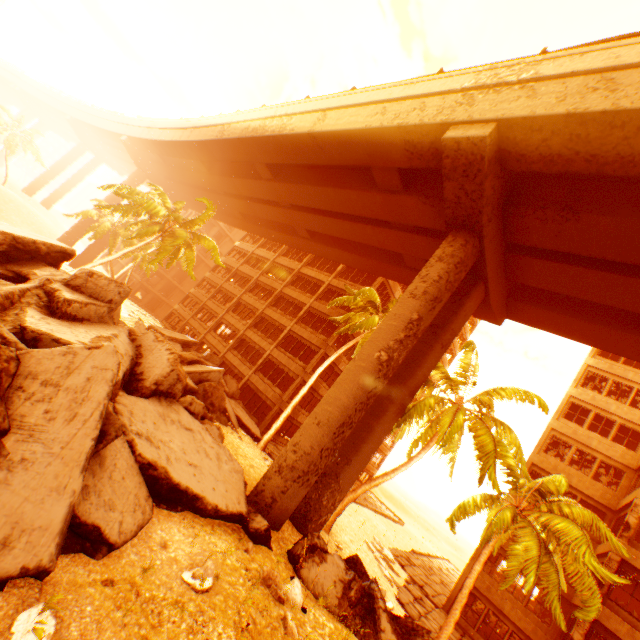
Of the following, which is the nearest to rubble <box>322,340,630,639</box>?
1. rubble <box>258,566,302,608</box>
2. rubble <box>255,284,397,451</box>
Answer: rubble <box>255,284,397,451</box>

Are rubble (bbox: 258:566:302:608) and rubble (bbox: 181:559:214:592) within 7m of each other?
yes

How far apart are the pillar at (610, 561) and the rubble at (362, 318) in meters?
16.3 m

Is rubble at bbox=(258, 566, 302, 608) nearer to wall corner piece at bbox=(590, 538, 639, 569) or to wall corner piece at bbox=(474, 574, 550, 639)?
wall corner piece at bbox=(590, 538, 639, 569)

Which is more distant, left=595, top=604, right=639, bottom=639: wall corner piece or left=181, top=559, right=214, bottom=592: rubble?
left=595, top=604, right=639, bottom=639: wall corner piece

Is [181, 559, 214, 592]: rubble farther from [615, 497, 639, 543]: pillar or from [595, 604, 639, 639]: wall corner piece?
[615, 497, 639, 543]: pillar

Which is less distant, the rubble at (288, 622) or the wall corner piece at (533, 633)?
the rubble at (288, 622)

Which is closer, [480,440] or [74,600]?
[74,600]
